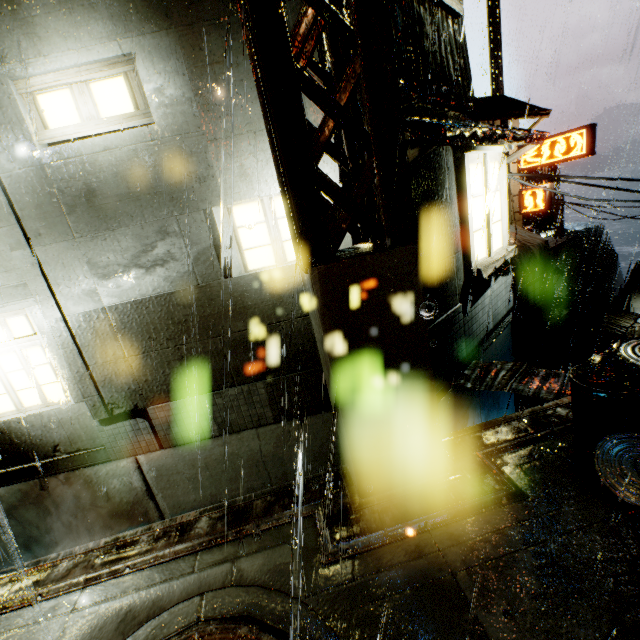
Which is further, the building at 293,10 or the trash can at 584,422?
the building at 293,10

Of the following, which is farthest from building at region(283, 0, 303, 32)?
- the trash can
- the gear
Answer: the gear

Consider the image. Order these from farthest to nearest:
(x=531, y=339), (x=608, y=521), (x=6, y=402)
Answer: (x=531, y=339) → (x=6, y=402) → (x=608, y=521)

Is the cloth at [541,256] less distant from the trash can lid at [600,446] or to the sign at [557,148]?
the sign at [557,148]

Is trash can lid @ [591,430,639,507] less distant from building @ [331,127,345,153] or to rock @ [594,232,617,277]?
building @ [331,127,345,153]

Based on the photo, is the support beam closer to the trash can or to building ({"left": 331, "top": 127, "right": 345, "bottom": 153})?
building ({"left": 331, "top": 127, "right": 345, "bottom": 153})

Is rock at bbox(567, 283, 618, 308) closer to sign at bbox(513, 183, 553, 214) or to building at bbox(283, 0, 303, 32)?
building at bbox(283, 0, 303, 32)

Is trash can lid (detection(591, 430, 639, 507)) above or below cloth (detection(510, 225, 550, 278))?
above
